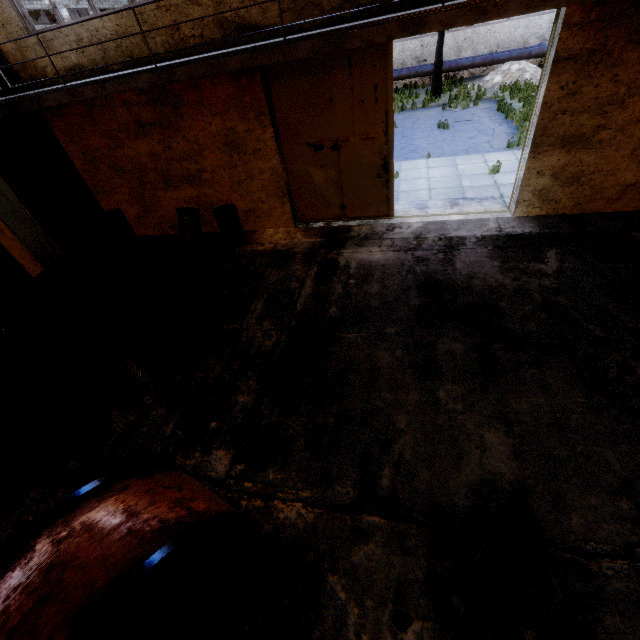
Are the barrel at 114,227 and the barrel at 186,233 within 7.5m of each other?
yes

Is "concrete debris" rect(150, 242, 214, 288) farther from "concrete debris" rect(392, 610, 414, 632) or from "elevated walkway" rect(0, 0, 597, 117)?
"concrete debris" rect(392, 610, 414, 632)

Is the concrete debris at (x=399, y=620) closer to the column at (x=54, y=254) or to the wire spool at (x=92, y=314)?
the wire spool at (x=92, y=314)

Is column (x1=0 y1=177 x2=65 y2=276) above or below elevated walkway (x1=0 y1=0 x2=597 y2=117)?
below

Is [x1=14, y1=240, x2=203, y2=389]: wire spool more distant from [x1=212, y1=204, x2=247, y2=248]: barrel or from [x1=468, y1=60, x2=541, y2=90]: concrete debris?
[x1=468, y1=60, x2=541, y2=90]: concrete debris

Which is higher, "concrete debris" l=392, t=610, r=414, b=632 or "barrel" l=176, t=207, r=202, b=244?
"barrel" l=176, t=207, r=202, b=244

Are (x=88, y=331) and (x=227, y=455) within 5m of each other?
yes

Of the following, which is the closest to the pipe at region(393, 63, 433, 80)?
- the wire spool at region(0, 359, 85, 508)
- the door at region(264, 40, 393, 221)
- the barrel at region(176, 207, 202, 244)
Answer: the door at region(264, 40, 393, 221)
